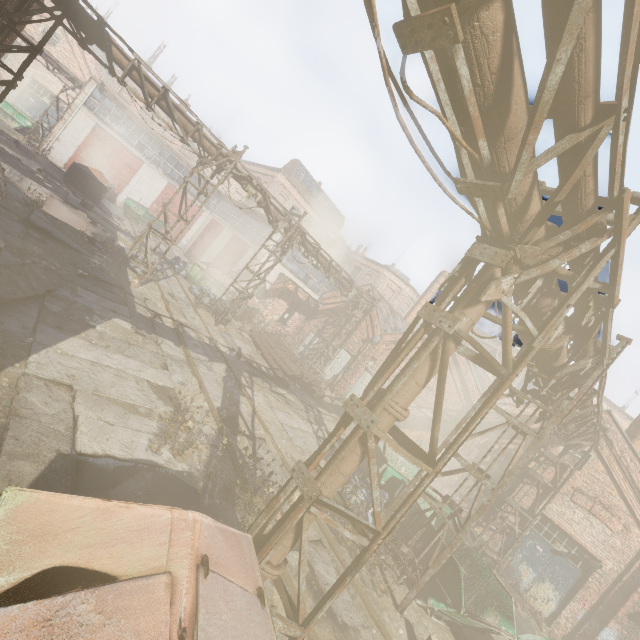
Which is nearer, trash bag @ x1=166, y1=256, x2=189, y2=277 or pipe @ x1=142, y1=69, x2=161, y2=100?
pipe @ x1=142, y1=69, x2=161, y2=100

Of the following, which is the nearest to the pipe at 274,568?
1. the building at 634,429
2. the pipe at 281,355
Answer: the pipe at 281,355

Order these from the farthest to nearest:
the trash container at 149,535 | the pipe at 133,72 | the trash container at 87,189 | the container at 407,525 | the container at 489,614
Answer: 1. the trash container at 87,189
2. the pipe at 133,72
3. the container at 407,525
4. the container at 489,614
5. the trash container at 149,535

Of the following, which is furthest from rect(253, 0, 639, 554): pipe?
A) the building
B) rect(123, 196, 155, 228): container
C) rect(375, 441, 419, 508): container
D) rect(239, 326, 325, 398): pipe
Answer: rect(123, 196, 155, 228): container

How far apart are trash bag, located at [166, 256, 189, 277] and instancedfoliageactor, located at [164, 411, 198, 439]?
15.50m

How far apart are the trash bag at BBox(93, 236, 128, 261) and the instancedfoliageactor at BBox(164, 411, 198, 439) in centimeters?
904cm

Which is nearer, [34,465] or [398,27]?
[398,27]

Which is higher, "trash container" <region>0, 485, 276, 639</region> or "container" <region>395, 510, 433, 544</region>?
"trash container" <region>0, 485, 276, 639</region>
